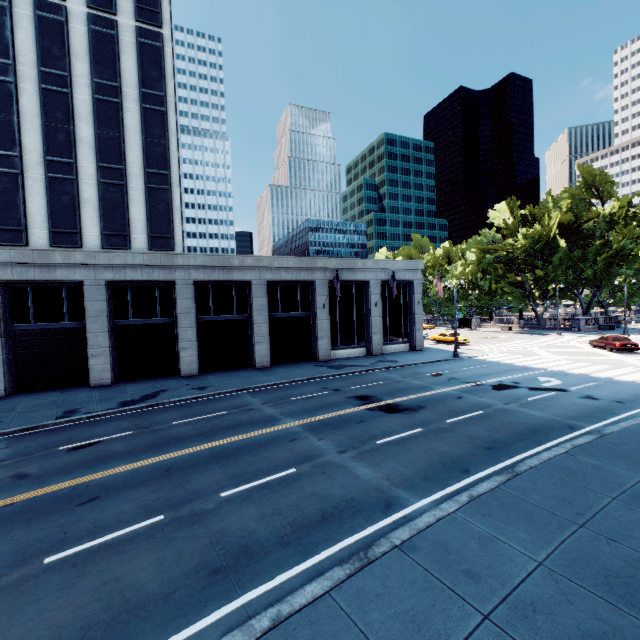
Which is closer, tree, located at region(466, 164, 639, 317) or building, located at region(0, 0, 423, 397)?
building, located at region(0, 0, 423, 397)

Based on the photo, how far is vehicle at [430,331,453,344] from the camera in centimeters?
4006cm

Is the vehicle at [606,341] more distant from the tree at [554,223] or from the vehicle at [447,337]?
the tree at [554,223]

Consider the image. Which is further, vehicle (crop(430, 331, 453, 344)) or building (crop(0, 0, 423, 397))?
vehicle (crop(430, 331, 453, 344))

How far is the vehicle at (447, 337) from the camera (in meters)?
40.06

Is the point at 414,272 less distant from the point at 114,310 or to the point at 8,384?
the point at 114,310

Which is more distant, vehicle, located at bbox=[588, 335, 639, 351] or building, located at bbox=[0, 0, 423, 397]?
vehicle, located at bbox=[588, 335, 639, 351]

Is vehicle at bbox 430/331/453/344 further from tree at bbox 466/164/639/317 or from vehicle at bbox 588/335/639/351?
tree at bbox 466/164/639/317
